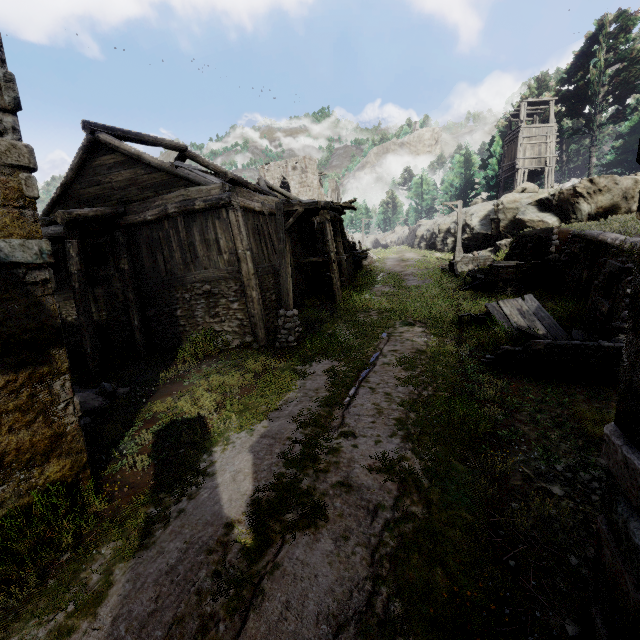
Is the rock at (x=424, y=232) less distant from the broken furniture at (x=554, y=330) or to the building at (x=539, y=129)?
the building at (x=539, y=129)

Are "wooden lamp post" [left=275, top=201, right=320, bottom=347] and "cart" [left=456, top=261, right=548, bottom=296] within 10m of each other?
yes

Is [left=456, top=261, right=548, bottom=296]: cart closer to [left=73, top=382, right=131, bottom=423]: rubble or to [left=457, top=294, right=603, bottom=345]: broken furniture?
[left=457, top=294, right=603, bottom=345]: broken furniture

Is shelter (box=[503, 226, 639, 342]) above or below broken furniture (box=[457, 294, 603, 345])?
above

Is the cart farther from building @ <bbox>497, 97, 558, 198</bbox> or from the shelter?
building @ <bbox>497, 97, 558, 198</bbox>

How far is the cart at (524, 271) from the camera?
15.0 meters

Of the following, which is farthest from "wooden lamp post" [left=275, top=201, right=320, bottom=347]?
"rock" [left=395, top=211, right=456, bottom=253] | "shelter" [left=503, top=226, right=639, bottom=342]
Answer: "rock" [left=395, top=211, right=456, bottom=253]

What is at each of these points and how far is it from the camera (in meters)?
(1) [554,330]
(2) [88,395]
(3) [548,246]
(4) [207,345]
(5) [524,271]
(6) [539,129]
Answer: (1) broken furniture, 9.45
(2) rubble, 8.38
(3) shelter, 16.77
(4) rubble, 11.10
(5) cart, 15.33
(6) building, 30.33
